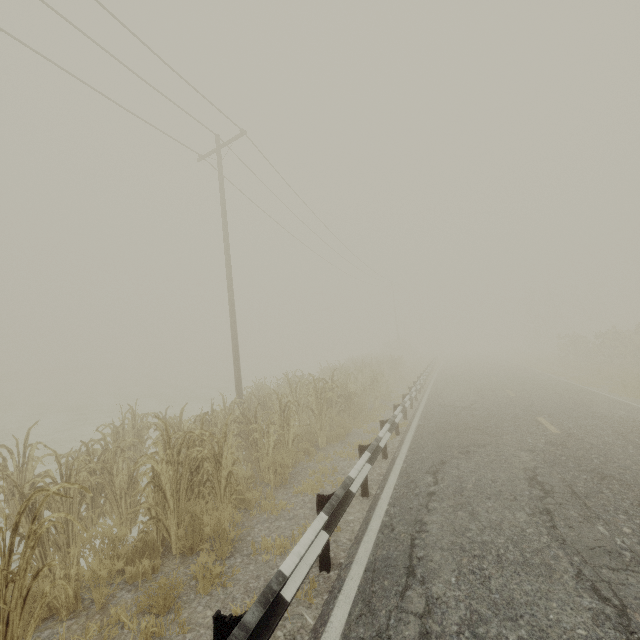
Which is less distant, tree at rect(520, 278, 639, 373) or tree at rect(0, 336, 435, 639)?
tree at rect(0, 336, 435, 639)

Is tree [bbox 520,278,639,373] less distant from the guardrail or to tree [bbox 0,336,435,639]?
the guardrail

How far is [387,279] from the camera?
40.4 meters

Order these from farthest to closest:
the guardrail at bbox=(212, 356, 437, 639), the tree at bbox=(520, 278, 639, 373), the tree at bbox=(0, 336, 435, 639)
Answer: the tree at bbox=(520, 278, 639, 373)
the tree at bbox=(0, 336, 435, 639)
the guardrail at bbox=(212, 356, 437, 639)

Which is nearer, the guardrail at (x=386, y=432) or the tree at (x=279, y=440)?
the guardrail at (x=386, y=432)

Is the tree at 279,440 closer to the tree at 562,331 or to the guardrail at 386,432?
the guardrail at 386,432

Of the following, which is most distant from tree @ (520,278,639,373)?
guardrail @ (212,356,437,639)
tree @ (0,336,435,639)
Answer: tree @ (0,336,435,639)
